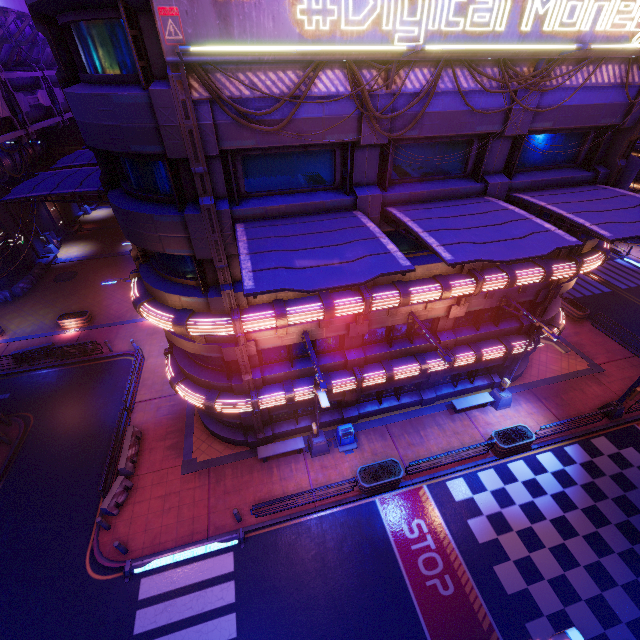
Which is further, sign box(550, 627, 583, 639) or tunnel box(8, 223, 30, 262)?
tunnel box(8, 223, 30, 262)

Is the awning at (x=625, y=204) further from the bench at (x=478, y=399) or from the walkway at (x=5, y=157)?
the walkway at (x=5, y=157)

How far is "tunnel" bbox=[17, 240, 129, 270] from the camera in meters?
33.1

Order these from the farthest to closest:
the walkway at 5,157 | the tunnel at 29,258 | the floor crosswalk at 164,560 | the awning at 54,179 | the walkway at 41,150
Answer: the tunnel at 29,258, the walkway at 41,150, the walkway at 5,157, the floor crosswalk at 164,560, the awning at 54,179

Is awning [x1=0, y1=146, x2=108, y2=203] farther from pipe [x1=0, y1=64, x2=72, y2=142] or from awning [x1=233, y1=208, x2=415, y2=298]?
awning [x1=233, y1=208, x2=415, y2=298]

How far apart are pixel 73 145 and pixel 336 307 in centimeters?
3113cm

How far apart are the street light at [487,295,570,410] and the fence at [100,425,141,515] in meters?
20.3 m

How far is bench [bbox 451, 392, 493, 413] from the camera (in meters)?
18.86
